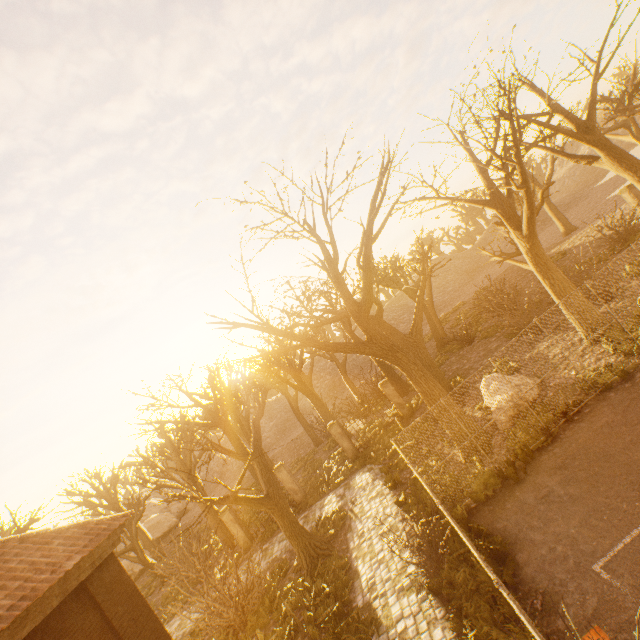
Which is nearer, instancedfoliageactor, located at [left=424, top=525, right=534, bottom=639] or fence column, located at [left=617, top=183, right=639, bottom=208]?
instancedfoliageactor, located at [left=424, top=525, right=534, bottom=639]

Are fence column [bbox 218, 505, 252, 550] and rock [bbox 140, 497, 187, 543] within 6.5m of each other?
no

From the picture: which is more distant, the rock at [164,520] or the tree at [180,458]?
the rock at [164,520]

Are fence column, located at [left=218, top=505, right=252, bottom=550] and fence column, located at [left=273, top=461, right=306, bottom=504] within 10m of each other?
yes

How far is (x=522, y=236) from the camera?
12.5 meters

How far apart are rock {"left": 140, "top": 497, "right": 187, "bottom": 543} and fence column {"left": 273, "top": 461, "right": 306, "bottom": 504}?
31.9m

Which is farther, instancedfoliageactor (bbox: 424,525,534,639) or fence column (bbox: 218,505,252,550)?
fence column (bbox: 218,505,252,550)

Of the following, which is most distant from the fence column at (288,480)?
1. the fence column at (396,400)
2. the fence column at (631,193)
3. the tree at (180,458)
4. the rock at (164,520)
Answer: the rock at (164,520)
